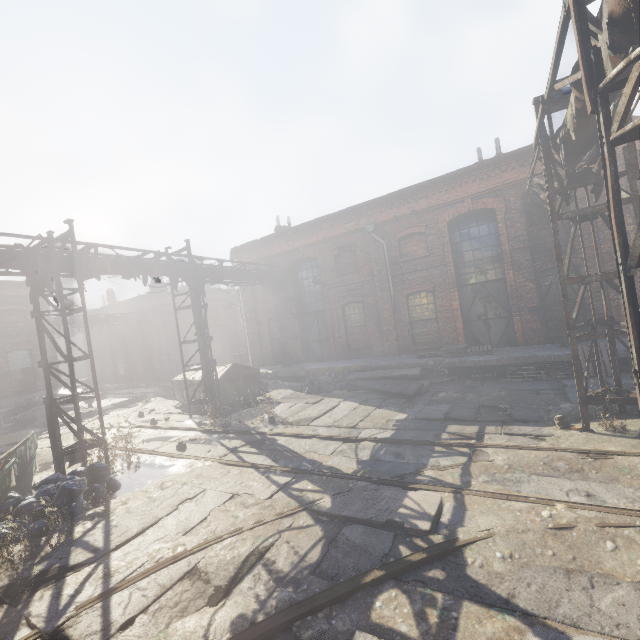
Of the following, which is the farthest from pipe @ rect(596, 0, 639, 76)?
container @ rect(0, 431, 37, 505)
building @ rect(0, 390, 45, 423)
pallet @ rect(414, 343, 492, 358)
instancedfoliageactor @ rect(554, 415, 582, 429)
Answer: building @ rect(0, 390, 45, 423)

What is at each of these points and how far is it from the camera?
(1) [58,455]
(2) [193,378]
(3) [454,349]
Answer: (1) scaffolding, 8.48m
(2) trash container, 15.17m
(3) pallet, 13.02m

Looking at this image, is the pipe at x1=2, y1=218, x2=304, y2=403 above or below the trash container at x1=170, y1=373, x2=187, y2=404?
above

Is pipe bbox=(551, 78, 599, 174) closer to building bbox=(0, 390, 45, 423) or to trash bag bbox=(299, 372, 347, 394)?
trash bag bbox=(299, 372, 347, 394)

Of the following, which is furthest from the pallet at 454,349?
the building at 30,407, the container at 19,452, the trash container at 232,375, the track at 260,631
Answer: the building at 30,407

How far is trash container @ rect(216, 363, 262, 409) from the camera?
13.8 meters

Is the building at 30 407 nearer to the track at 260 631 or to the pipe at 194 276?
the track at 260 631

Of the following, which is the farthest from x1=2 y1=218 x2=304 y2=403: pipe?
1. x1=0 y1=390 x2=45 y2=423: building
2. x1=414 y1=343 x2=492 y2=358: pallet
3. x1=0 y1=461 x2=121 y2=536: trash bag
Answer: x1=0 y1=390 x2=45 y2=423: building
